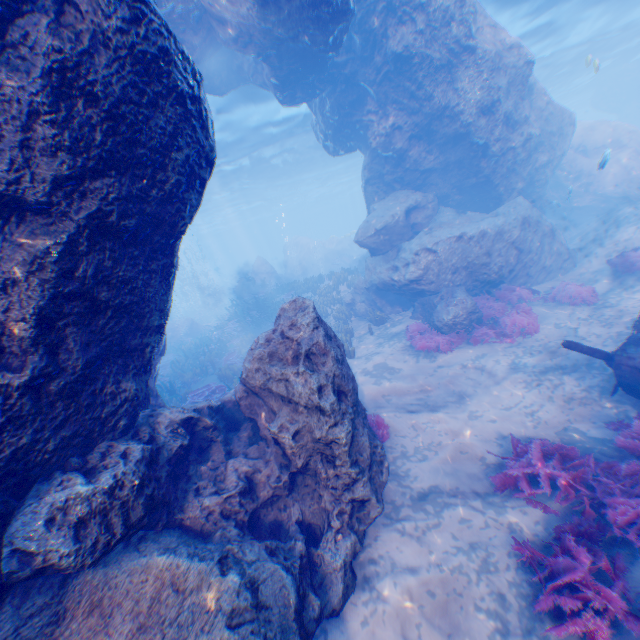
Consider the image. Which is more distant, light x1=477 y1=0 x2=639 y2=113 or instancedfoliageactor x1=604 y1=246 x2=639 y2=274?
light x1=477 y1=0 x2=639 y2=113

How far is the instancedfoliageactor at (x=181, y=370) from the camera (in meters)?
13.19

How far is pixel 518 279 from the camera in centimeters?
1316cm

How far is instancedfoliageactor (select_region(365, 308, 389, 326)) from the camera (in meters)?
14.41

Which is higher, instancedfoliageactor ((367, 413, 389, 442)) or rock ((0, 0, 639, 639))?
rock ((0, 0, 639, 639))

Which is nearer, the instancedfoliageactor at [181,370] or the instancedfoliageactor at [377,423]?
the instancedfoliageactor at [377,423]

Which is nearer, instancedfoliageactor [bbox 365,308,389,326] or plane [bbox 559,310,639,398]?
plane [bbox 559,310,639,398]

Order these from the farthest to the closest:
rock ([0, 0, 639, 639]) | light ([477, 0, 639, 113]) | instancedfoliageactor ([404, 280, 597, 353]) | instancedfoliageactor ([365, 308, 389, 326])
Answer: light ([477, 0, 639, 113]), instancedfoliageactor ([365, 308, 389, 326]), instancedfoliageactor ([404, 280, 597, 353]), rock ([0, 0, 639, 639])
